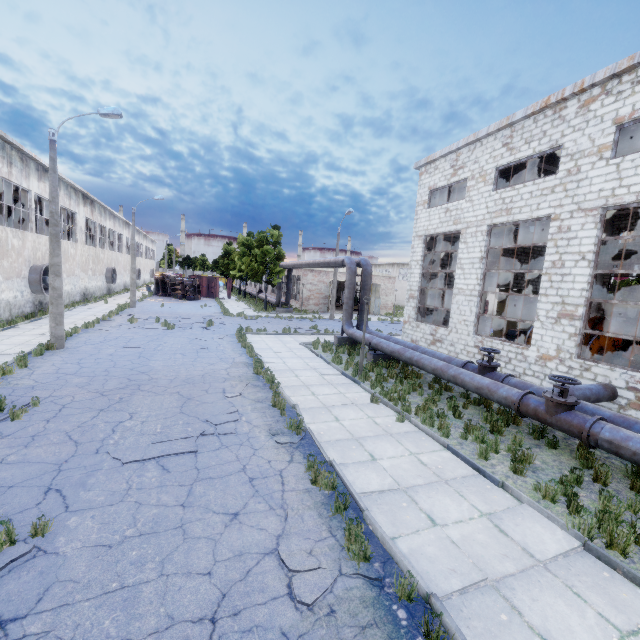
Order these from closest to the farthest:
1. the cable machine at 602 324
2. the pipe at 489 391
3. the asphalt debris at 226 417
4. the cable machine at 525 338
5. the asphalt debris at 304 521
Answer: the asphalt debris at 304 521 < the asphalt debris at 226 417 < the pipe at 489 391 < the cable machine at 525 338 < the cable machine at 602 324

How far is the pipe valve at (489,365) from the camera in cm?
1002

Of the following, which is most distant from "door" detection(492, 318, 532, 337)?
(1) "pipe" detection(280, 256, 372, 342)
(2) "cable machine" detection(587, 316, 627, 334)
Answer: (1) "pipe" detection(280, 256, 372, 342)

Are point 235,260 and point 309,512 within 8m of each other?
no

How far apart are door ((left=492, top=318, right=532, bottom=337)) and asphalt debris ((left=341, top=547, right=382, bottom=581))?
24.04m

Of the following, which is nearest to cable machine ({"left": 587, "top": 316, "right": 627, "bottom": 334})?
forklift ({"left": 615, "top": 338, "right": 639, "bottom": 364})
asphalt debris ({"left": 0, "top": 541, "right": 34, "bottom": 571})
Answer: forklift ({"left": 615, "top": 338, "right": 639, "bottom": 364})

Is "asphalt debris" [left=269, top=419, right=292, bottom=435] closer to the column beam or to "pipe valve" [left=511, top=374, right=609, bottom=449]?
"pipe valve" [left=511, top=374, right=609, bottom=449]

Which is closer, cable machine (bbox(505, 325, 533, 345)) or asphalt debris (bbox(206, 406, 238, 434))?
asphalt debris (bbox(206, 406, 238, 434))
